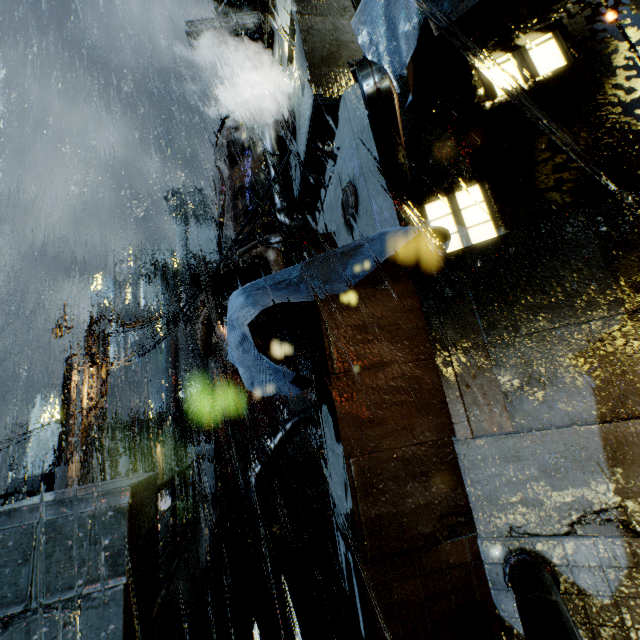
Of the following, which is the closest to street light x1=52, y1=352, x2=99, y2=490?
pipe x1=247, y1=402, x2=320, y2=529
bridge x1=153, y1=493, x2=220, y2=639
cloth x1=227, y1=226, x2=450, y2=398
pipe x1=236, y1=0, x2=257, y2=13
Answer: bridge x1=153, y1=493, x2=220, y2=639

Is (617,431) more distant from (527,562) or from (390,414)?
(390,414)

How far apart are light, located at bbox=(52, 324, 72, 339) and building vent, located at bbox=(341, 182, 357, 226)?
16.1 meters

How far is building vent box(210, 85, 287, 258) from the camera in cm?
1106

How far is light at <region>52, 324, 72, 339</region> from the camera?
16.05m

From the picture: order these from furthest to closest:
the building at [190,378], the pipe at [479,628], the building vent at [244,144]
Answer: the building at [190,378] → the building vent at [244,144] → the pipe at [479,628]

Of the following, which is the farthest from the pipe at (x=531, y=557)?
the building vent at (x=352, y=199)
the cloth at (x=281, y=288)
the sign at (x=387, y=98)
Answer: the building vent at (x=352, y=199)

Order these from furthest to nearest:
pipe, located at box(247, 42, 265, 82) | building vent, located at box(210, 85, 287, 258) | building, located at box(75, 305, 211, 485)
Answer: pipe, located at box(247, 42, 265, 82), building, located at box(75, 305, 211, 485), building vent, located at box(210, 85, 287, 258)
